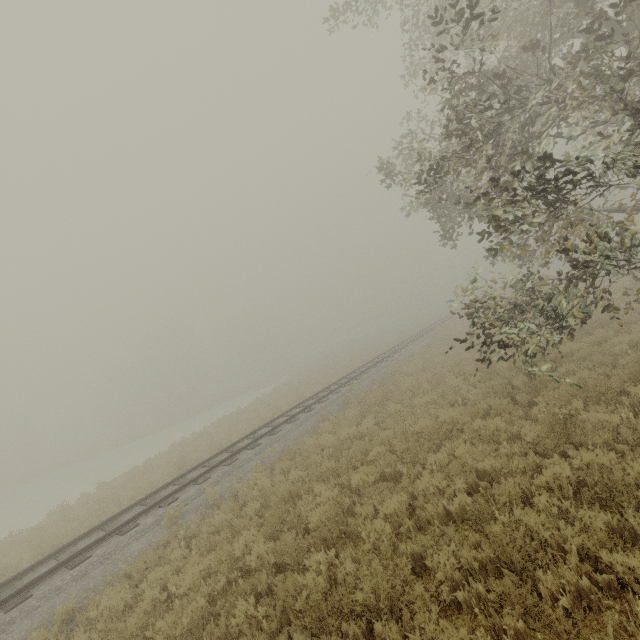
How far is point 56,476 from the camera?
41.4m
